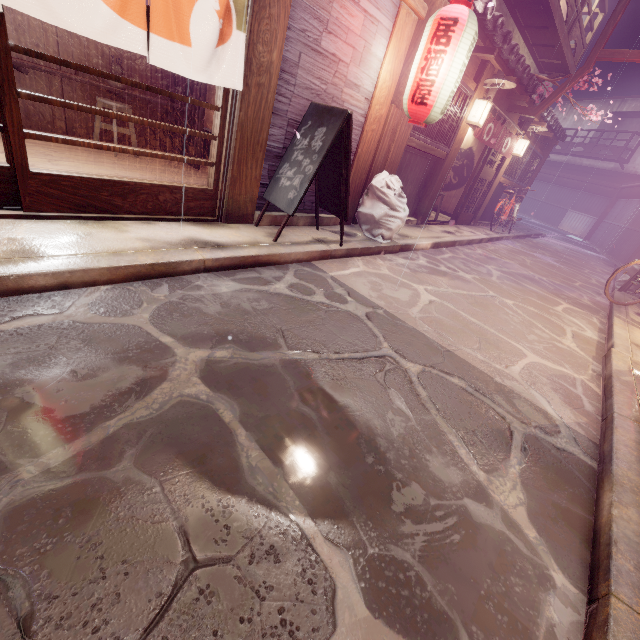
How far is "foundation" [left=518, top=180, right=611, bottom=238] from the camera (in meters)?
38.50

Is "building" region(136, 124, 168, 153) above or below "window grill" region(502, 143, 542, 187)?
below

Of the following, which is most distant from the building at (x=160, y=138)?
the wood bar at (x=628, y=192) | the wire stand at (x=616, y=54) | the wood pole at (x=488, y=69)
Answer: the wood bar at (x=628, y=192)

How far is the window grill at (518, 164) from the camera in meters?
18.8

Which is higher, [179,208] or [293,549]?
[179,208]

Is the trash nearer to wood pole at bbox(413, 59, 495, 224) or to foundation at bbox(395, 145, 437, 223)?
foundation at bbox(395, 145, 437, 223)

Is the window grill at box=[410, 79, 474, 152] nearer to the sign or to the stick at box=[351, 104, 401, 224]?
the stick at box=[351, 104, 401, 224]

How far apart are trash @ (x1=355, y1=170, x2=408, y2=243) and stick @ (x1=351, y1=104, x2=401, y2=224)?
0.1m
